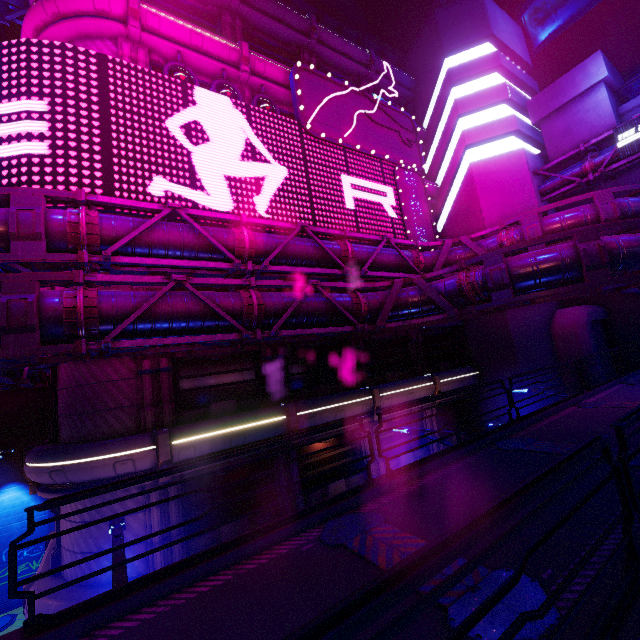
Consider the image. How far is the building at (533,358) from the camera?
19.80m

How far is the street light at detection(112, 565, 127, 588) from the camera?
4.10m

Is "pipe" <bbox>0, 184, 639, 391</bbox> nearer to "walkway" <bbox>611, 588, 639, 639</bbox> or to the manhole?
"walkway" <bbox>611, 588, 639, 639</bbox>

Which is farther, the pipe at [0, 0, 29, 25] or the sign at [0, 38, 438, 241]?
the pipe at [0, 0, 29, 25]

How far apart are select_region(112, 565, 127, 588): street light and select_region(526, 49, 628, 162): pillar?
28.05m

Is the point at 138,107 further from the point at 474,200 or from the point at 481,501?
the point at 474,200

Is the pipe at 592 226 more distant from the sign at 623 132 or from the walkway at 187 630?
the walkway at 187 630
